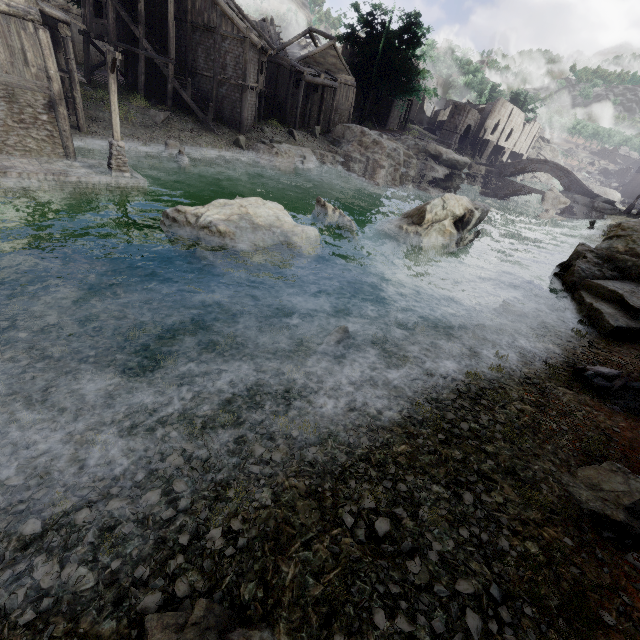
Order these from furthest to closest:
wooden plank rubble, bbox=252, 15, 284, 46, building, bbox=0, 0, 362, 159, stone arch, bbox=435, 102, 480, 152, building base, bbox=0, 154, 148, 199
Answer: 1. stone arch, bbox=435, 102, 480, 152
2. wooden plank rubble, bbox=252, 15, 284, 46
3. building, bbox=0, 0, 362, 159
4. building base, bbox=0, 154, 148, 199

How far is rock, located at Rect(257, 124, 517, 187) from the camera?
31.8 meters

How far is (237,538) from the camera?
4.4m

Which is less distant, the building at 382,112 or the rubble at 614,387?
the rubble at 614,387

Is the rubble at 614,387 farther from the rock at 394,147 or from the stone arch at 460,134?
the stone arch at 460,134

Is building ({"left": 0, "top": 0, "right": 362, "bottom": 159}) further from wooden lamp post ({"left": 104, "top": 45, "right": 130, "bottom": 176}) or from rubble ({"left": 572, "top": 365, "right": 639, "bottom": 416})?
rubble ({"left": 572, "top": 365, "right": 639, "bottom": 416})

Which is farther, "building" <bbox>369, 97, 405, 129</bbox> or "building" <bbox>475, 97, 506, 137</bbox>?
"building" <bbox>475, 97, 506, 137</bbox>

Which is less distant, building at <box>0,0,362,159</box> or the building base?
the building base
